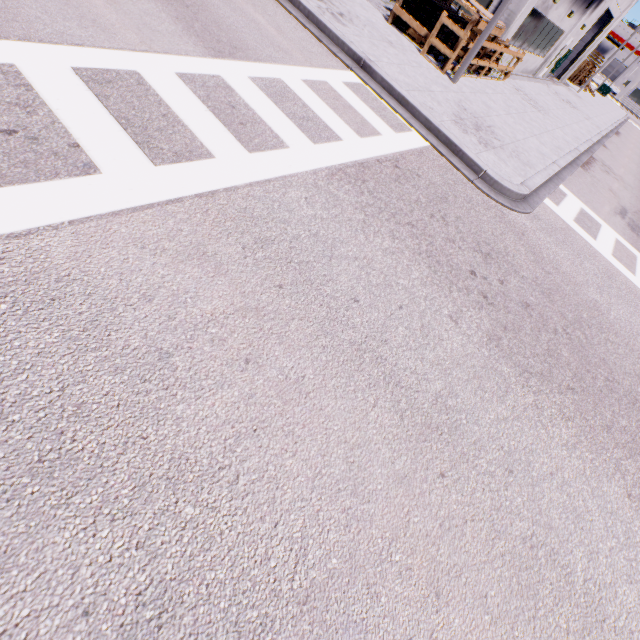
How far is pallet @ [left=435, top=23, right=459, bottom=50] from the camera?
11.2 meters

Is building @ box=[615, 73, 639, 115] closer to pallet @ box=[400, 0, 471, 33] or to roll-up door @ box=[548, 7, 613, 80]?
roll-up door @ box=[548, 7, 613, 80]

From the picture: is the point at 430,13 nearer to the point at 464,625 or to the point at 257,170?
the point at 257,170

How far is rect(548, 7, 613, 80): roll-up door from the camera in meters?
24.3

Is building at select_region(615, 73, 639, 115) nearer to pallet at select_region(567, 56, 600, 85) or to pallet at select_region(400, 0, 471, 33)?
pallet at select_region(400, 0, 471, 33)

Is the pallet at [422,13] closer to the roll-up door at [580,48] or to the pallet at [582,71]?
the roll-up door at [580,48]

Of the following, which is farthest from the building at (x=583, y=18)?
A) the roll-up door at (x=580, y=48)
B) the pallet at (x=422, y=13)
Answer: the pallet at (x=422, y=13)

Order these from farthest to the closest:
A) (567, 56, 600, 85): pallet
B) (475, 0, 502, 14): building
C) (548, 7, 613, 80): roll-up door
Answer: (567, 56, 600, 85): pallet
(548, 7, 613, 80): roll-up door
(475, 0, 502, 14): building
